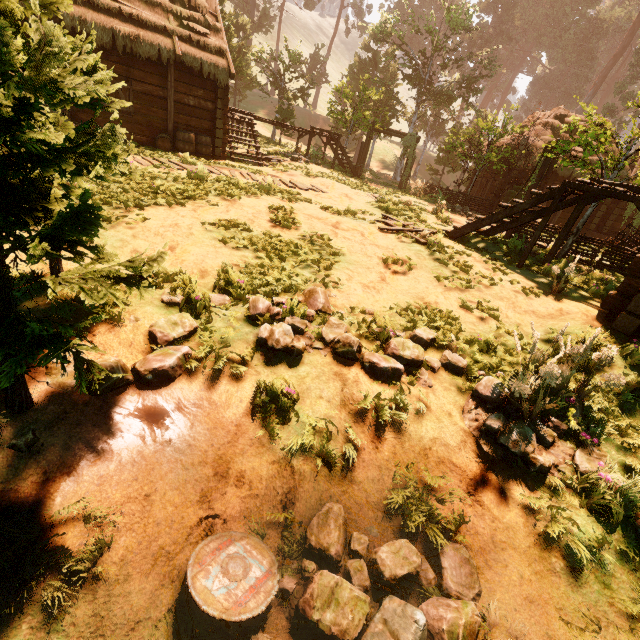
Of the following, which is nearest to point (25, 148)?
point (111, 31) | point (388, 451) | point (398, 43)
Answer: point (388, 451)

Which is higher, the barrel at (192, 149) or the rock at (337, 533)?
the barrel at (192, 149)

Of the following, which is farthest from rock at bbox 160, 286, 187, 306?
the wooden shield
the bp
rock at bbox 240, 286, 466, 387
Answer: the bp

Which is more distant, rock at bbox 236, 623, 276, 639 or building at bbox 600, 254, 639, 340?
building at bbox 600, 254, 639, 340

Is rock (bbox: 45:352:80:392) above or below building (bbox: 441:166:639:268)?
below

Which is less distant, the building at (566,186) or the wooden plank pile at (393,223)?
the building at (566,186)

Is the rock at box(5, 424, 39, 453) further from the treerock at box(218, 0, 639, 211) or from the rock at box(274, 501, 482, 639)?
the rock at box(274, 501, 482, 639)

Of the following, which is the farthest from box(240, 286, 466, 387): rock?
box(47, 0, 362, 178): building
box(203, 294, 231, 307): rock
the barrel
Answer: the barrel
